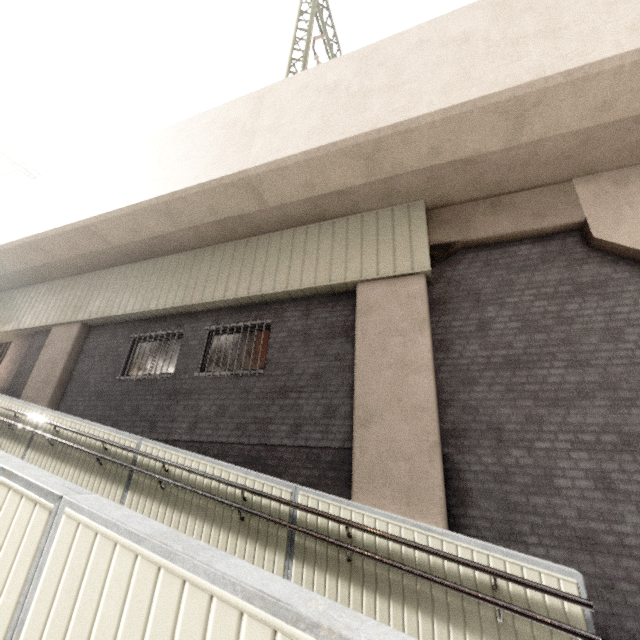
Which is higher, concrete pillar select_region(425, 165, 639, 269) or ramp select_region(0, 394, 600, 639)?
concrete pillar select_region(425, 165, 639, 269)

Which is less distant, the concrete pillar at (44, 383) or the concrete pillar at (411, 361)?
the concrete pillar at (411, 361)

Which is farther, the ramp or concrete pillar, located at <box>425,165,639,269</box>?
concrete pillar, located at <box>425,165,639,269</box>

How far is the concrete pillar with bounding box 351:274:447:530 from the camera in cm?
479

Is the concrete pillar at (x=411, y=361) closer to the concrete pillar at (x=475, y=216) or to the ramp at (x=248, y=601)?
the concrete pillar at (x=475, y=216)

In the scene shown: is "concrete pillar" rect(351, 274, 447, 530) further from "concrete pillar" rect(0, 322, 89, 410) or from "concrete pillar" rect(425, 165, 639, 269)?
"concrete pillar" rect(0, 322, 89, 410)

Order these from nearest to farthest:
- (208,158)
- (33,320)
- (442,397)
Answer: (442,397)
(208,158)
(33,320)

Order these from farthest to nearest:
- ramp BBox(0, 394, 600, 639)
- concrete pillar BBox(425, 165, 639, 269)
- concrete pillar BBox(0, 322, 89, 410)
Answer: concrete pillar BBox(0, 322, 89, 410), concrete pillar BBox(425, 165, 639, 269), ramp BBox(0, 394, 600, 639)
